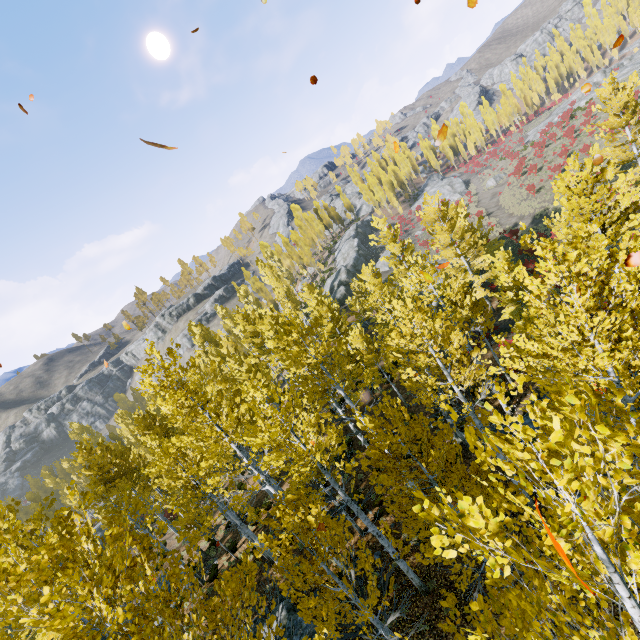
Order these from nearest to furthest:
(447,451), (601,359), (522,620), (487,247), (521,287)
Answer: (522,620)
(601,359)
(521,287)
(447,451)
(487,247)

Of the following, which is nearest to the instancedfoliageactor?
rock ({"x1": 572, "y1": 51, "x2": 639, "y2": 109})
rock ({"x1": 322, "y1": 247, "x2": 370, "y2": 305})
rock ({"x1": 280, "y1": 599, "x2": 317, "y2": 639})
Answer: rock ({"x1": 322, "y1": 247, "x2": 370, "y2": 305})

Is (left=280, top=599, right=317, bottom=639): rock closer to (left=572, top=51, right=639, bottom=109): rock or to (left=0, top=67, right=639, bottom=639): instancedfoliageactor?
(left=0, top=67, right=639, bottom=639): instancedfoliageactor

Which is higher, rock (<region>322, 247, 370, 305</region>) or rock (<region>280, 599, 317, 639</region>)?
rock (<region>322, 247, 370, 305</region>)

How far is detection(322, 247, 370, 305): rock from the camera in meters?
49.1 m

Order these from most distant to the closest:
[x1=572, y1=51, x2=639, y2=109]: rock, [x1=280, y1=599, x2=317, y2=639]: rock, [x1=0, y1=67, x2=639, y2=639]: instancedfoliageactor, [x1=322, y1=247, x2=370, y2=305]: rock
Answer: [x1=572, y1=51, x2=639, y2=109]: rock
[x1=322, y1=247, x2=370, y2=305]: rock
[x1=280, y1=599, x2=317, y2=639]: rock
[x1=0, y1=67, x2=639, y2=639]: instancedfoliageactor

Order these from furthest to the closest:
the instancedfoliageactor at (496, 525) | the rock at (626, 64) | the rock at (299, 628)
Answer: the rock at (626, 64), the rock at (299, 628), the instancedfoliageactor at (496, 525)

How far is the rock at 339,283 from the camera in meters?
49.1 m
